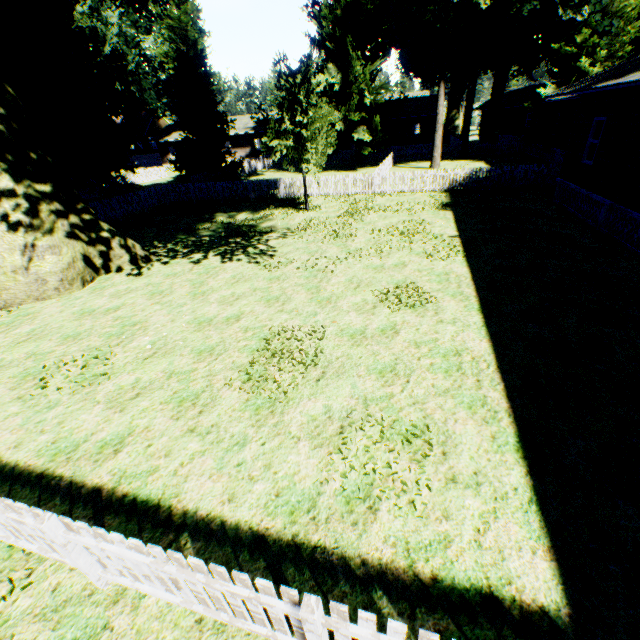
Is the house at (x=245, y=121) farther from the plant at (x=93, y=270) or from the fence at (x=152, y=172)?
the plant at (x=93, y=270)

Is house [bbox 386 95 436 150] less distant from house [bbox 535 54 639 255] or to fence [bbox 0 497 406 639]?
fence [bbox 0 497 406 639]

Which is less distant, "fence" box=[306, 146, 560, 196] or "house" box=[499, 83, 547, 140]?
"fence" box=[306, 146, 560, 196]

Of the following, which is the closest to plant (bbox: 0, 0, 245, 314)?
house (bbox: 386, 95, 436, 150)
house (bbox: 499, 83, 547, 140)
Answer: house (bbox: 499, 83, 547, 140)

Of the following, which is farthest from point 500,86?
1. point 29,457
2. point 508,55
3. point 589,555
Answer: point 29,457

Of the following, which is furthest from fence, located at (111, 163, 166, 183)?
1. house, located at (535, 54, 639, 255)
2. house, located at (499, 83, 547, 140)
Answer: house, located at (499, 83, 547, 140)

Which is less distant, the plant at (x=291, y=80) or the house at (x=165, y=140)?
the plant at (x=291, y=80)

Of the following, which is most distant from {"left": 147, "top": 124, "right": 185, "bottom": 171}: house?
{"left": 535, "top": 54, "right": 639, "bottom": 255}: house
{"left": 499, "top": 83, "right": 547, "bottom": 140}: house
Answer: {"left": 535, "top": 54, "right": 639, "bottom": 255}: house
